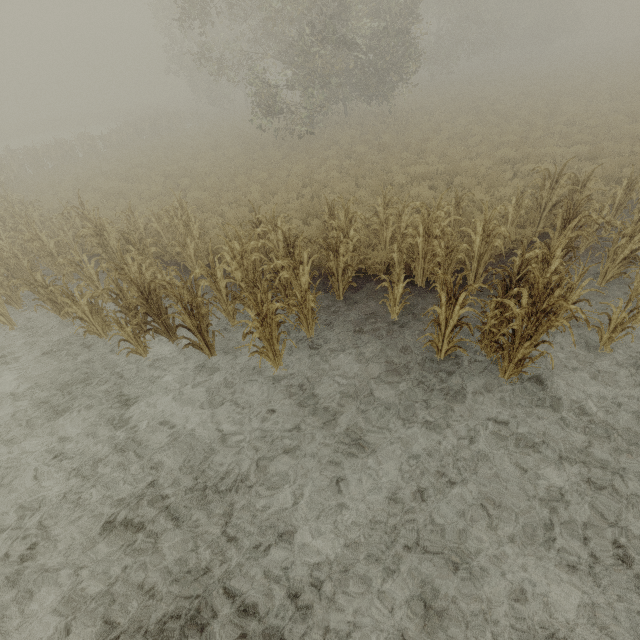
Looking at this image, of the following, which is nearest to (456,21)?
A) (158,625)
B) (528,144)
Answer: (528,144)
